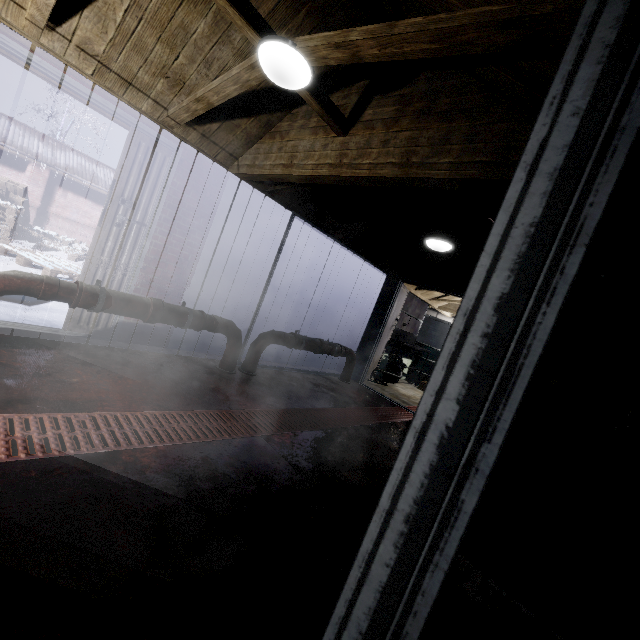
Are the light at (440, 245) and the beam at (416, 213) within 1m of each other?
yes

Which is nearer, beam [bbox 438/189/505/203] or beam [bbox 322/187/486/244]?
beam [bbox 438/189/505/203]

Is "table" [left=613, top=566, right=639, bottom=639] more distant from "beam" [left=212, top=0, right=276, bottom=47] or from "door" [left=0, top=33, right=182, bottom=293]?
"door" [left=0, top=33, right=182, bottom=293]

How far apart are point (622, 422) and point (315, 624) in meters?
1.2

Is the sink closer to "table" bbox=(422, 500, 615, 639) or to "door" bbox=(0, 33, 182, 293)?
"door" bbox=(0, 33, 182, 293)

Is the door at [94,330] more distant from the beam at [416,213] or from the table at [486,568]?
the table at [486,568]

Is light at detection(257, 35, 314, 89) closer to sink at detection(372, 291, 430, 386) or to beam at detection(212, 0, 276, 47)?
beam at detection(212, 0, 276, 47)

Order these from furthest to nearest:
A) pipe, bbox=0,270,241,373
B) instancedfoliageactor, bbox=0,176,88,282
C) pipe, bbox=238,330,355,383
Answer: instancedfoliageactor, bbox=0,176,88,282 → pipe, bbox=238,330,355,383 → pipe, bbox=0,270,241,373
